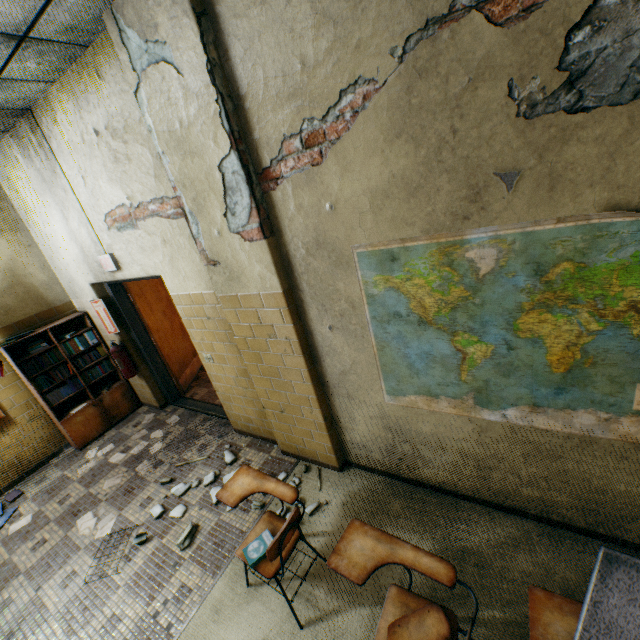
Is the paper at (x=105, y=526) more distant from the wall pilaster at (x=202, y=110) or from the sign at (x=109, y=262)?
the sign at (x=109, y=262)

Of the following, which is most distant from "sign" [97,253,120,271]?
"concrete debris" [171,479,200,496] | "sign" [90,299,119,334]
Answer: "concrete debris" [171,479,200,496]

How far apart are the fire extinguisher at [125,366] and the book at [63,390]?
0.53m

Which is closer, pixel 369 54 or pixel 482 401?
pixel 369 54

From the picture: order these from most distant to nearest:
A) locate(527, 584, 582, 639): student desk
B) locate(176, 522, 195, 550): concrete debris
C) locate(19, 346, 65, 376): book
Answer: locate(19, 346, 65, 376): book → locate(176, 522, 195, 550): concrete debris → locate(527, 584, 582, 639): student desk

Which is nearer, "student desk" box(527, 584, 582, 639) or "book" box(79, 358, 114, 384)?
"student desk" box(527, 584, 582, 639)

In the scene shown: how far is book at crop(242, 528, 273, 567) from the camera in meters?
2.2

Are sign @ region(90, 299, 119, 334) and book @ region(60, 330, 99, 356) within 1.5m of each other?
yes
